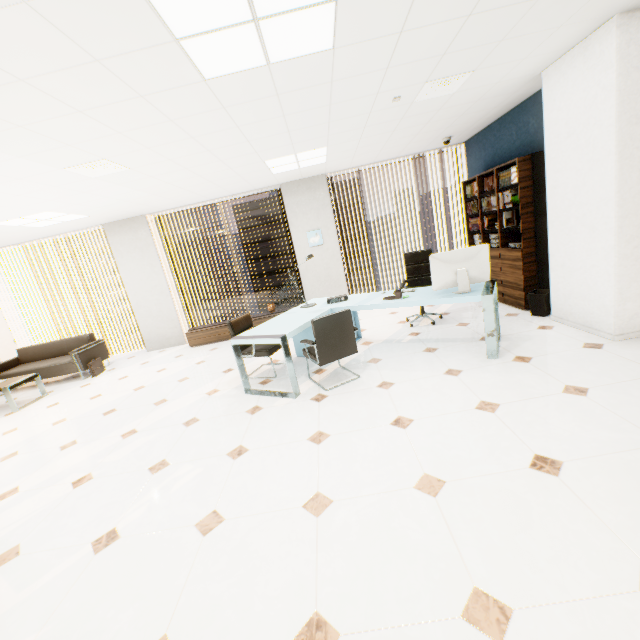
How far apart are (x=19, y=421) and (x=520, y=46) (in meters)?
7.86

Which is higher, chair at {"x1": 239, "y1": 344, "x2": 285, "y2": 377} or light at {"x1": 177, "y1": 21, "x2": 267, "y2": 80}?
light at {"x1": 177, "y1": 21, "x2": 267, "y2": 80}

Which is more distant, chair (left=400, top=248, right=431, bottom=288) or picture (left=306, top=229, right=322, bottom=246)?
picture (left=306, top=229, right=322, bottom=246)

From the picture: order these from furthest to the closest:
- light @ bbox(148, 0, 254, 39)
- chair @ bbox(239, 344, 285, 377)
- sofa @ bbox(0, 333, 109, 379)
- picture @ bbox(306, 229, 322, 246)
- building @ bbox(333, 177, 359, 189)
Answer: building @ bbox(333, 177, 359, 189) → picture @ bbox(306, 229, 322, 246) → sofa @ bbox(0, 333, 109, 379) → chair @ bbox(239, 344, 285, 377) → light @ bbox(148, 0, 254, 39)

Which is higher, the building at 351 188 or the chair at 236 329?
the building at 351 188

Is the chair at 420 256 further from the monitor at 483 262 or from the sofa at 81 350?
the sofa at 81 350

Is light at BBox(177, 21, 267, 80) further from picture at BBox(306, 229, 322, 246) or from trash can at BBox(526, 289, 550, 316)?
picture at BBox(306, 229, 322, 246)

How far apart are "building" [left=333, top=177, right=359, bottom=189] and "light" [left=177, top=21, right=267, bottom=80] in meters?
61.3
